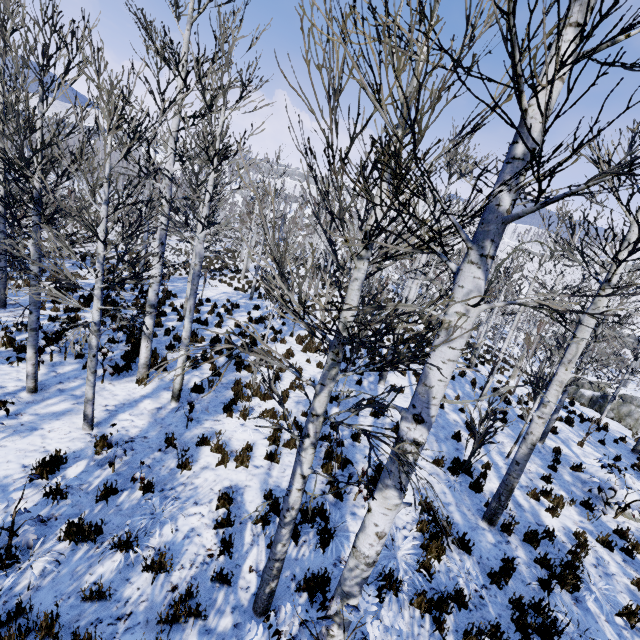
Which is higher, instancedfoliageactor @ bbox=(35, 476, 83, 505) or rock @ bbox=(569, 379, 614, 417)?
instancedfoliageactor @ bbox=(35, 476, 83, 505)

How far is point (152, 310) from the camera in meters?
8.1

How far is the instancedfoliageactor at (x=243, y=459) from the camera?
6.4m

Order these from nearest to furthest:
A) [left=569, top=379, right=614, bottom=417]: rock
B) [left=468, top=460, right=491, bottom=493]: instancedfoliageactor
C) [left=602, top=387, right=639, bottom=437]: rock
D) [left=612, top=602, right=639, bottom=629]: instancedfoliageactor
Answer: [left=612, top=602, right=639, bottom=629]: instancedfoliageactor < [left=468, top=460, right=491, bottom=493]: instancedfoliageactor < [left=602, top=387, right=639, bottom=437]: rock < [left=569, top=379, right=614, bottom=417]: rock

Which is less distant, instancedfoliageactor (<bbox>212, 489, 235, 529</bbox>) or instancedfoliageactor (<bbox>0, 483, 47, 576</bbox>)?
instancedfoliageactor (<bbox>0, 483, 47, 576</bbox>)

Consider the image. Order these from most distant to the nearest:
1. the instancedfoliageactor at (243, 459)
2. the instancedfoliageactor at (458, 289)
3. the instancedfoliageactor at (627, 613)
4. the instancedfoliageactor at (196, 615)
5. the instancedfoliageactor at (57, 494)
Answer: the instancedfoliageactor at (243, 459)
the instancedfoliageactor at (627, 613)
the instancedfoliageactor at (57, 494)
the instancedfoliageactor at (196, 615)
the instancedfoliageactor at (458, 289)

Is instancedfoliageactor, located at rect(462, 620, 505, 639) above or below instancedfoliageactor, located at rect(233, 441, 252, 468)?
above
